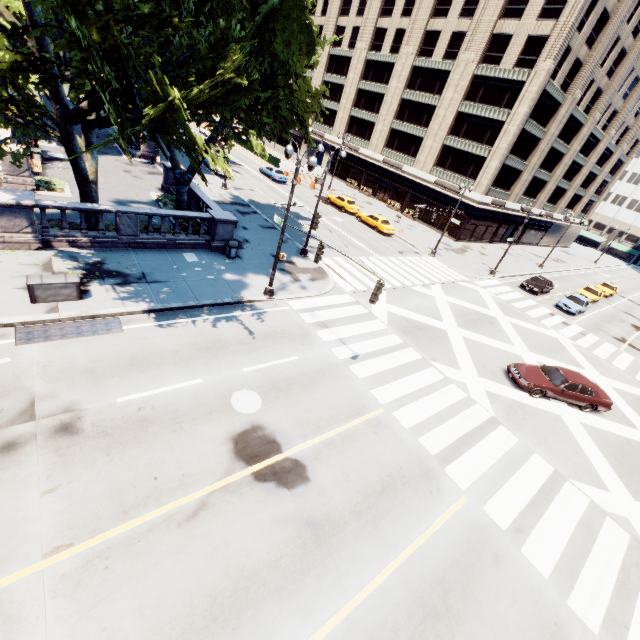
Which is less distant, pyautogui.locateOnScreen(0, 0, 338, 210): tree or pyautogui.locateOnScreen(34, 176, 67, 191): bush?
pyautogui.locateOnScreen(0, 0, 338, 210): tree

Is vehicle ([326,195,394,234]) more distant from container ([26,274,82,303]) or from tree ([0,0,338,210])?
container ([26,274,82,303])

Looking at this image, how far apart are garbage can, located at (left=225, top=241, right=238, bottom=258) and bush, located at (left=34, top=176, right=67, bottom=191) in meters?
11.6

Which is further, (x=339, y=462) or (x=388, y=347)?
(x=388, y=347)

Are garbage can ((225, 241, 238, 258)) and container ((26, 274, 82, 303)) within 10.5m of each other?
yes

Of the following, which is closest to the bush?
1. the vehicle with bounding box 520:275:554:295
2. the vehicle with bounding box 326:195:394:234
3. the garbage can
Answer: the garbage can

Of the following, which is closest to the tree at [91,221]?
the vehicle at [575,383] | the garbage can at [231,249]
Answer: the garbage can at [231,249]

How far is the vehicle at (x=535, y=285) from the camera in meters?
32.2
